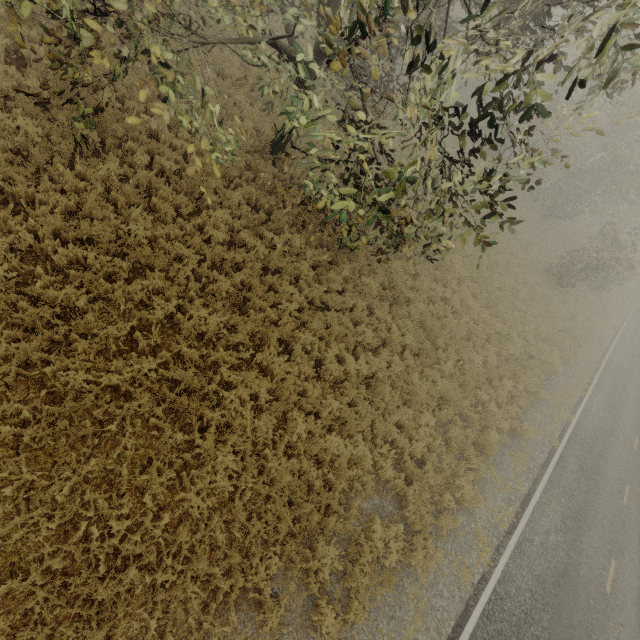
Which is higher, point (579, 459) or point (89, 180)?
point (579, 459)

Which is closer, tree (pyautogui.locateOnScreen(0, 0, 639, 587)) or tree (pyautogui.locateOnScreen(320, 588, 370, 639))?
tree (pyautogui.locateOnScreen(0, 0, 639, 587))

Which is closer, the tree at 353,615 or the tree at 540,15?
the tree at 540,15
